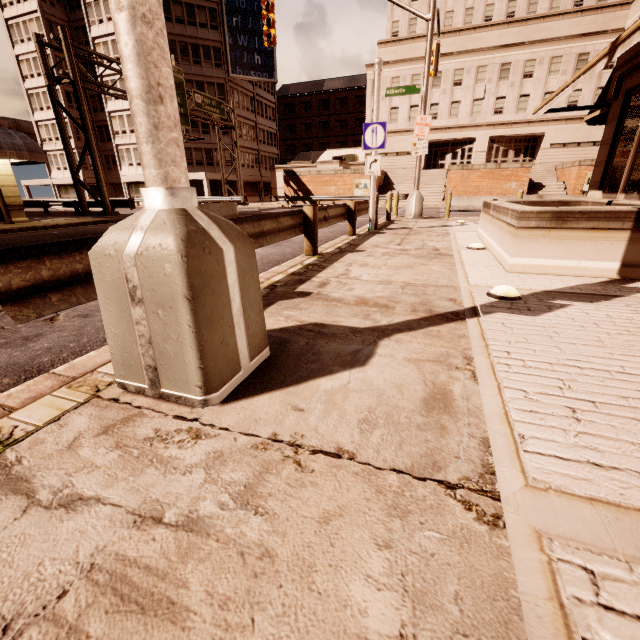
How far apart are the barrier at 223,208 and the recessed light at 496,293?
12.63m

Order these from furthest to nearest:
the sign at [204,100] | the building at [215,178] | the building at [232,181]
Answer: the building at [232,181], the building at [215,178], the sign at [204,100]

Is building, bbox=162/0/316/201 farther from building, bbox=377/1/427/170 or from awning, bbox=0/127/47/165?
awning, bbox=0/127/47/165

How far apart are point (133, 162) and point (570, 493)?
53.3 meters

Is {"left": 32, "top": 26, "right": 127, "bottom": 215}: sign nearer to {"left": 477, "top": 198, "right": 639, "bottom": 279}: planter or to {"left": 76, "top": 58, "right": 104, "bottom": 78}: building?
{"left": 76, "top": 58, "right": 104, "bottom": 78}: building

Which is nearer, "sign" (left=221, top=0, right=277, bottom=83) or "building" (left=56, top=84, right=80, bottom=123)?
"sign" (left=221, top=0, right=277, bottom=83)

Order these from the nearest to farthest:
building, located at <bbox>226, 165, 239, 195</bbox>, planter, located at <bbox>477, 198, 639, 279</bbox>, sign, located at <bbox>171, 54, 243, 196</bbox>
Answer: planter, located at <bbox>477, 198, 639, 279</bbox> → sign, located at <bbox>171, 54, 243, 196</bbox> → building, located at <bbox>226, 165, 239, 195</bbox>

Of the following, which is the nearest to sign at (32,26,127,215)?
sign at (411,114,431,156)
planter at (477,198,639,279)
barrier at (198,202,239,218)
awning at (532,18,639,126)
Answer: barrier at (198,202,239,218)
